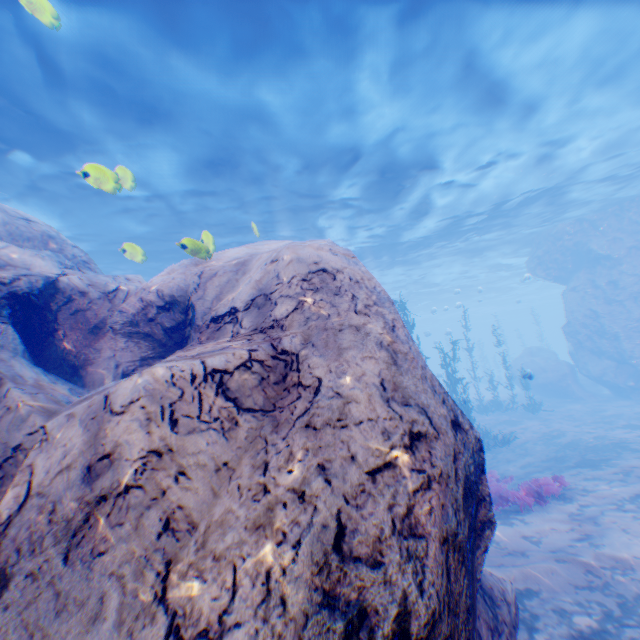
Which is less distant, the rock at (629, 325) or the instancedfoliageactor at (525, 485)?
the instancedfoliageactor at (525, 485)

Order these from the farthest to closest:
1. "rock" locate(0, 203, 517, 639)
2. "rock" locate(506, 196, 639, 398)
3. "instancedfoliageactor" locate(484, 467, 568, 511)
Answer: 1. "rock" locate(506, 196, 639, 398)
2. "instancedfoliageactor" locate(484, 467, 568, 511)
3. "rock" locate(0, 203, 517, 639)

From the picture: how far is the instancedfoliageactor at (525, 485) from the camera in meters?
8.0

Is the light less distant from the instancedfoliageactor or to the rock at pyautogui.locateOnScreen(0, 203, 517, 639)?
the rock at pyautogui.locateOnScreen(0, 203, 517, 639)

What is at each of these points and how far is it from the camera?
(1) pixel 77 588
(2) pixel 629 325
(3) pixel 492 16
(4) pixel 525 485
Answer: (1) rock, 1.99m
(2) rock, 20.14m
(3) light, 8.65m
(4) instancedfoliageactor, 8.27m

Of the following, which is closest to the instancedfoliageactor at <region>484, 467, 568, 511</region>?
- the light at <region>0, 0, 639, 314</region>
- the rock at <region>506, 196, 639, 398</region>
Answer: the rock at <region>506, 196, 639, 398</region>

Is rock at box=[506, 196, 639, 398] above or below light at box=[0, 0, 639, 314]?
below

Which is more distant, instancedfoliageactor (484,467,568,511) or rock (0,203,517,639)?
instancedfoliageactor (484,467,568,511)
